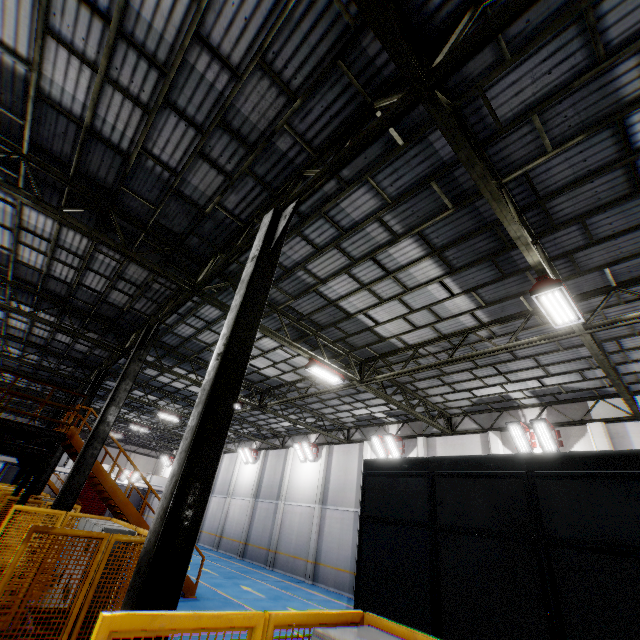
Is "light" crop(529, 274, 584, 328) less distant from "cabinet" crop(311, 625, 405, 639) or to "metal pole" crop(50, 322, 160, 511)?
"cabinet" crop(311, 625, 405, 639)

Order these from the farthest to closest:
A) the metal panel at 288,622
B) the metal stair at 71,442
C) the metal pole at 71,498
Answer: the metal stair at 71,442
the metal pole at 71,498
the metal panel at 288,622

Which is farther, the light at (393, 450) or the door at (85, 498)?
the door at (85, 498)

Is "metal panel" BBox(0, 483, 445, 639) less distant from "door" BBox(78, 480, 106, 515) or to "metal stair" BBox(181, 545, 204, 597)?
"metal stair" BBox(181, 545, 204, 597)

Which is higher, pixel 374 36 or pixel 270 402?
pixel 374 36

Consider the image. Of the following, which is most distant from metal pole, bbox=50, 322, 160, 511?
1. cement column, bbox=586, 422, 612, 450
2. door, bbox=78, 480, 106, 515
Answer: door, bbox=78, 480, 106, 515

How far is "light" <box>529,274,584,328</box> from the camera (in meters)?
6.81

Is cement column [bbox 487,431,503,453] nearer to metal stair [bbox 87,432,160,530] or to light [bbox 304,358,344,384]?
light [bbox 304,358,344,384]
